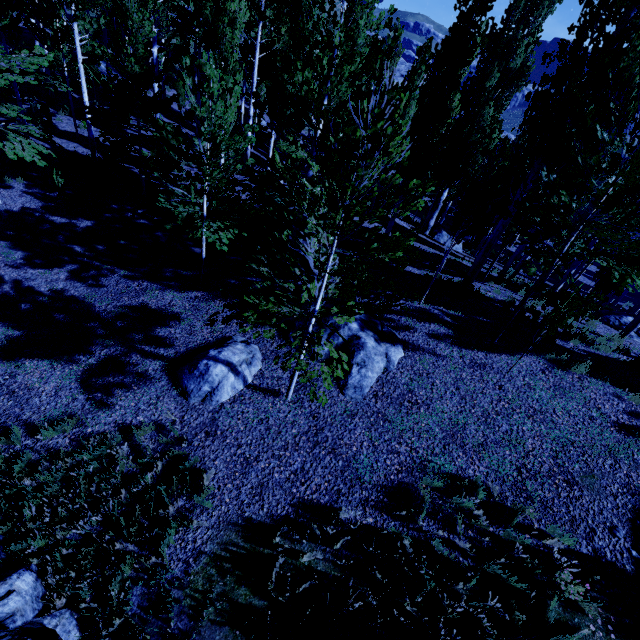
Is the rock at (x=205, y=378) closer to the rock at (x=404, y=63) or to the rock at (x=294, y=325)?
the rock at (x=294, y=325)

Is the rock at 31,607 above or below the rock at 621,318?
below

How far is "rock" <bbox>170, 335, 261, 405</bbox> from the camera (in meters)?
6.94

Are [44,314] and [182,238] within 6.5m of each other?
yes

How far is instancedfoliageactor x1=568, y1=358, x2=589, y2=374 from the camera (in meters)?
7.86

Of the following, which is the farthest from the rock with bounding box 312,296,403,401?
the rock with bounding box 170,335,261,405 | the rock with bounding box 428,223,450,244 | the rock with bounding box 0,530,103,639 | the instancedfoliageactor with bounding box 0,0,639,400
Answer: the rock with bounding box 428,223,450,244

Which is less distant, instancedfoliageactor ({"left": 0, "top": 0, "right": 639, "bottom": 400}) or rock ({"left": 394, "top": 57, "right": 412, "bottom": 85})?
instancedfoliageactor ({"left": 0, "top": 0, "right": 639, "bottom": 400})

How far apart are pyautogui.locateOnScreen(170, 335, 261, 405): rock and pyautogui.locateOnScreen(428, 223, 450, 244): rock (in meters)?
17.07
